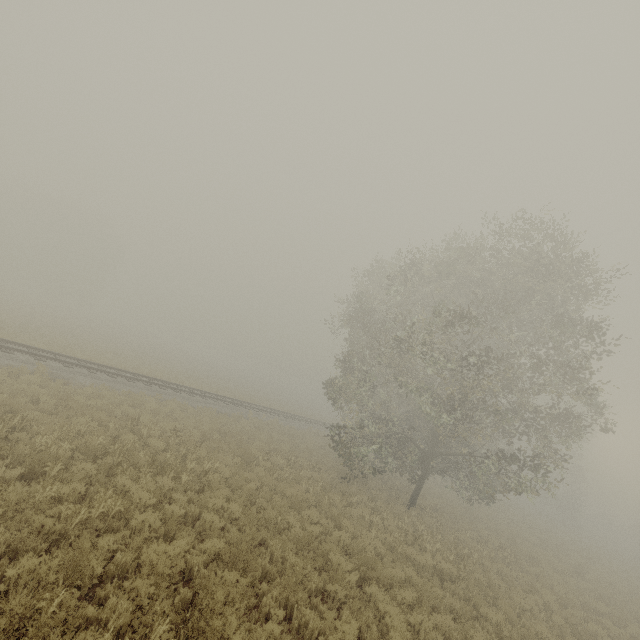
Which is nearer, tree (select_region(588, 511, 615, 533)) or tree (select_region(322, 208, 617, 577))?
tree (select_region(322, 208, 617, 577))

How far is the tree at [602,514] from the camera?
55.8 meters

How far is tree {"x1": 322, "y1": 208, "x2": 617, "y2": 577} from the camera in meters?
14.6

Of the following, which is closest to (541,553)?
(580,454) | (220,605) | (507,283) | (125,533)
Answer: (507,283)

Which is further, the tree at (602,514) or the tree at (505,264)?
the tree at (602,514)

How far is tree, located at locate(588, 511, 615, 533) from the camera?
55.75m

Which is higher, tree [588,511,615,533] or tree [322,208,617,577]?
tree [322,208,617,577]
